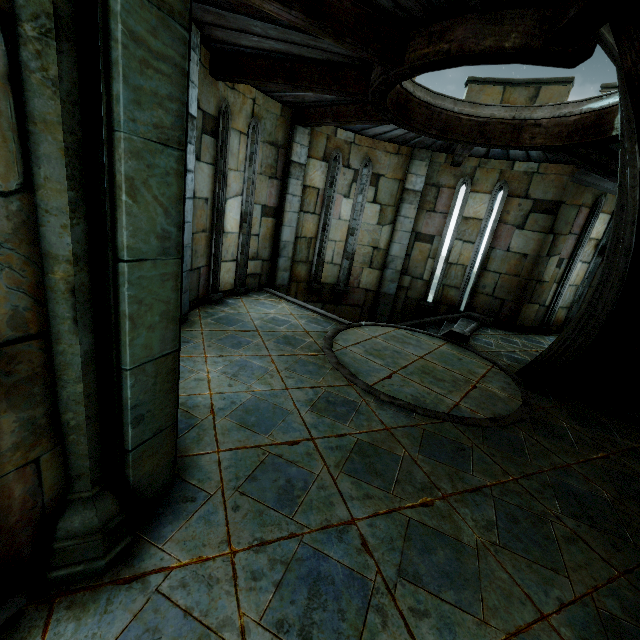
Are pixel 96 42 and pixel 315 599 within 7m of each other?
yes
